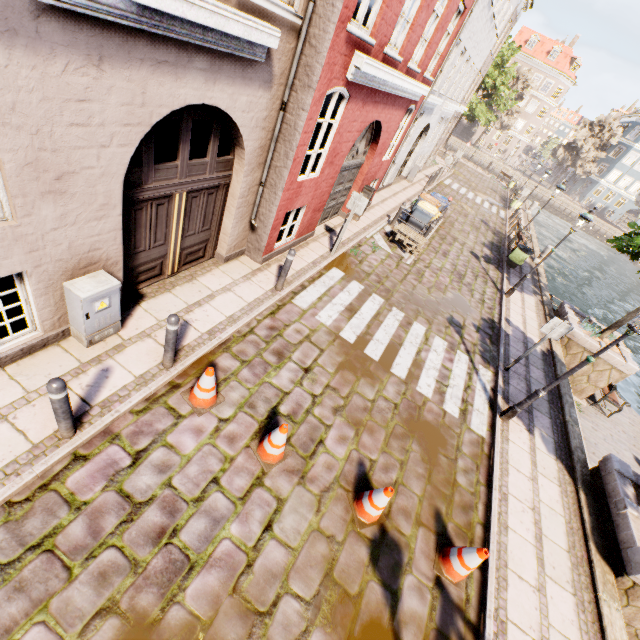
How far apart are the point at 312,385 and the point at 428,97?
11.06m

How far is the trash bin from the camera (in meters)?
15.00

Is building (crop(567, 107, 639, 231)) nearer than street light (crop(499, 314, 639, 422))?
No

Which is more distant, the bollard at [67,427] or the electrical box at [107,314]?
the electrical box at [107,314]

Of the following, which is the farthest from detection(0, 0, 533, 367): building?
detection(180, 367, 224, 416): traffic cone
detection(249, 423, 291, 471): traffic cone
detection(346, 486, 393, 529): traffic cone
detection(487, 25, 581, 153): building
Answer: detection(487, 25, 581, 153): building

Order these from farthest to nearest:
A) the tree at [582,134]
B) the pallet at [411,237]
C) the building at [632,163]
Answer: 1. the building at [632,163]
2. the tree at [582,134]
3. the pallet at [411,237]

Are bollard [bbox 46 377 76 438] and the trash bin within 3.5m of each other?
no

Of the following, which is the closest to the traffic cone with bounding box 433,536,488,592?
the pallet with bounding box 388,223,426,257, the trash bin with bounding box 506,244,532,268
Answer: the pallet with bounding box 388,223,426,257
